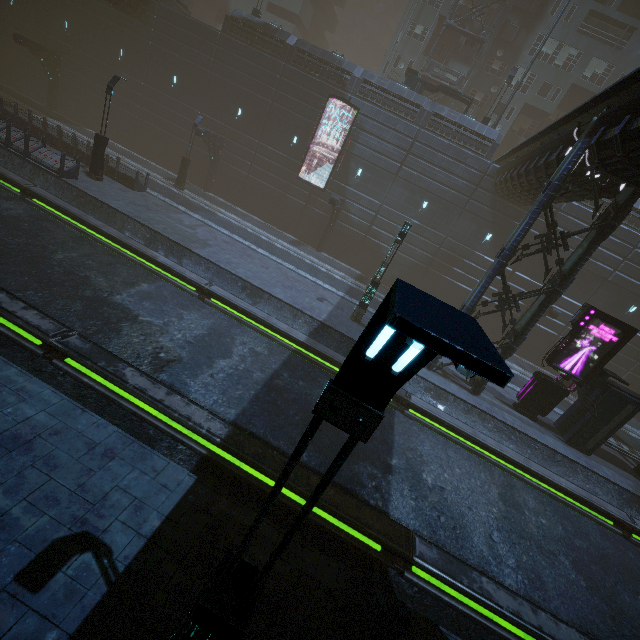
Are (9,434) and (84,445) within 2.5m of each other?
yes

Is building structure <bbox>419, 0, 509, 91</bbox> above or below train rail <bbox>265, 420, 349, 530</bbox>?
above

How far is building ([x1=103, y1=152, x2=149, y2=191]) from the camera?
20.1 meters

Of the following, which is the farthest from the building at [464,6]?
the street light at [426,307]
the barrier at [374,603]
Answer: the street light at [426,307]

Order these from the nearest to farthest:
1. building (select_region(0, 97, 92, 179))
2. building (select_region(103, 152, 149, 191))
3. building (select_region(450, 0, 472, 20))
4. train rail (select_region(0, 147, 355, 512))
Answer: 1. train rail (select_region(0, 147, 355, 512))
2. building (select_region(0, 97, 92, 179))
3. building (select_region(103, 152, 149, 191))
4. building (select_region(450, 0, 472, 20))

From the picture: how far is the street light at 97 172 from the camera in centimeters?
1716cm

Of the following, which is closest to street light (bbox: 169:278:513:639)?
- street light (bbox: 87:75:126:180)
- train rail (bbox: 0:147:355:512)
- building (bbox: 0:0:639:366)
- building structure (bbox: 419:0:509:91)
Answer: train rail (bbox: 0:147:355:512)

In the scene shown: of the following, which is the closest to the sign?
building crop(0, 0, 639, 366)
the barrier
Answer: building crop(0, 0, 639, 366)
